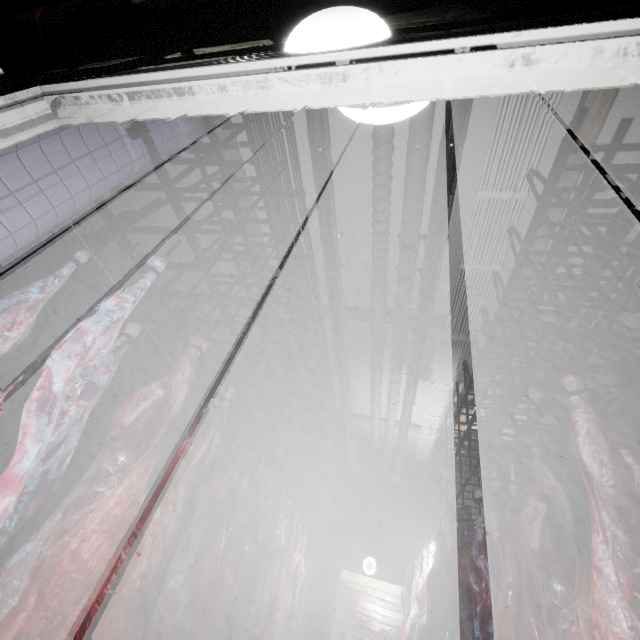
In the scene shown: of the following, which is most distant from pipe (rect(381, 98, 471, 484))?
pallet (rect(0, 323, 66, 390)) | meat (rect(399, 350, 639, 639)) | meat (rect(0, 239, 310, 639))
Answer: pallet (rect(0, 323, 66, 390))

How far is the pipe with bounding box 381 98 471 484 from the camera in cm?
268

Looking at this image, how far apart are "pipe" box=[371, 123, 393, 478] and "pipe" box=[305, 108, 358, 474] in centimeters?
37cm

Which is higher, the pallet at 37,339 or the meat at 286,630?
the pallet at 37,339

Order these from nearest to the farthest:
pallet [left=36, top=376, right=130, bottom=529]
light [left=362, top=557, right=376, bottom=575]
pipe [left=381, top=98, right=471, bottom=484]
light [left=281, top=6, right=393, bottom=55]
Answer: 1. light [left=281, top=6, right=393, bottom=55]
2. pipe [left=381, top=98, right=471, bottom=484]
3. pallet [left=36, top=376, right=130, bottom=529]
4. light [left=362, top=557, right=376, bottom=575]

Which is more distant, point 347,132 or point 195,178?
point 195,178

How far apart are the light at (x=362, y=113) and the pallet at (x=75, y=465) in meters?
3.9 m

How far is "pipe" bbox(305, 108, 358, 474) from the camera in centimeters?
294cm
